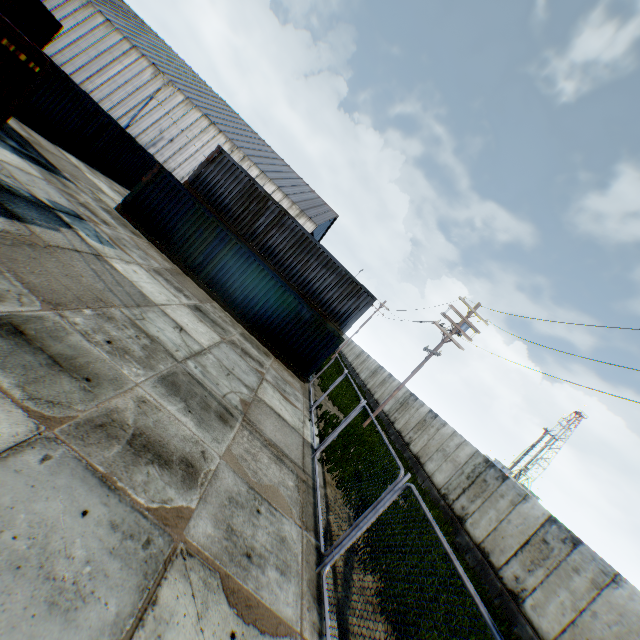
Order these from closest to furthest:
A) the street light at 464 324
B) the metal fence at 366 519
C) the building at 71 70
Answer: the metal fence at 366 519, the street light at 464 324, the building at 71 70

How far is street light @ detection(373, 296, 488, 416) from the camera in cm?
1800

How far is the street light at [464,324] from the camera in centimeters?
1800cm

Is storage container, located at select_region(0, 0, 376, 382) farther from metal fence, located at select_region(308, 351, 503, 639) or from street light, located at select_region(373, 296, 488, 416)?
street light, located at select_region(373, 296, 488, 416)

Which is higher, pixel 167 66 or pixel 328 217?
pixel 328 217

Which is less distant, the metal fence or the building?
the metal fence

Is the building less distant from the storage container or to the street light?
the street light
